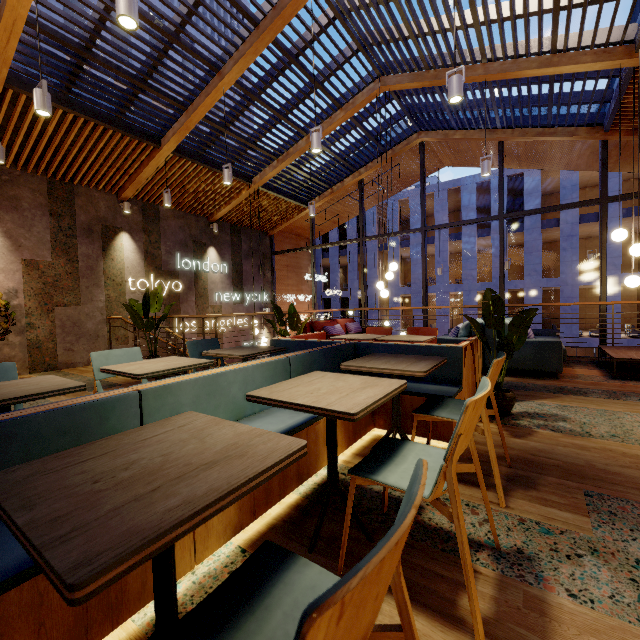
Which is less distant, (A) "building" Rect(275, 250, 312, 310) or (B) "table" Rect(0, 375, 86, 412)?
(B) "table" Rect(0, 375, 86, 412)

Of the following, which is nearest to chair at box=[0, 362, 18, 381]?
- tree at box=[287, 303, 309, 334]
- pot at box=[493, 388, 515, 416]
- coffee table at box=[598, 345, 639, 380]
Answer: tree at box=[287, 303, 309, 334]

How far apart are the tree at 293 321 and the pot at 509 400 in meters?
2.6

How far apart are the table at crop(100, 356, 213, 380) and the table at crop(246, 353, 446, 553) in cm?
110

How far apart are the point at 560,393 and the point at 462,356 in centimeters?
219cm

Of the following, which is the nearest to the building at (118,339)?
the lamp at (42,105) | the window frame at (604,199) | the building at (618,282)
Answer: the window frame at (604,199)

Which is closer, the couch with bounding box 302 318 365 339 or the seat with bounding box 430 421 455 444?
the seat with bounding box 430 421 455 444

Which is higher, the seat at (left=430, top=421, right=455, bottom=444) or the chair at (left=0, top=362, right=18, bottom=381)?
the chair at (left=0, top=362, right=18, bottom=381)
